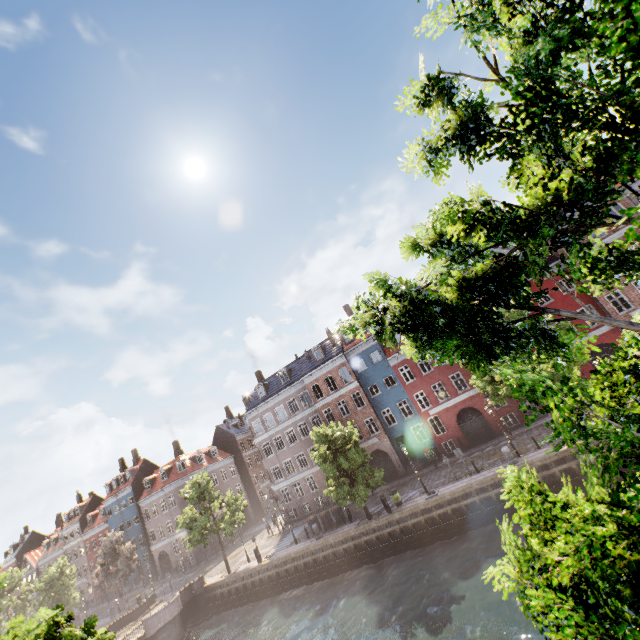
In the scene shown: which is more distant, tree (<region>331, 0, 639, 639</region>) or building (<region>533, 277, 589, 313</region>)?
building (<region>533, 277, 589, 313</region>)

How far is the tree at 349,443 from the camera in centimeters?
2431cm

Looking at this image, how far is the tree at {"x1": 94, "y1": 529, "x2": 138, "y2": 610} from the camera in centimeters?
3553cm

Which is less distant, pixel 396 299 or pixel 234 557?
pixel 396 299

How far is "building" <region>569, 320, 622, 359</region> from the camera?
26.2 meters

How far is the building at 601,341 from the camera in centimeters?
2617cm

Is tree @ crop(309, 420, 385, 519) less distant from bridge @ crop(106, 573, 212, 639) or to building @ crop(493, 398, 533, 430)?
bridge @ crop(106, 573, 212, 639)
